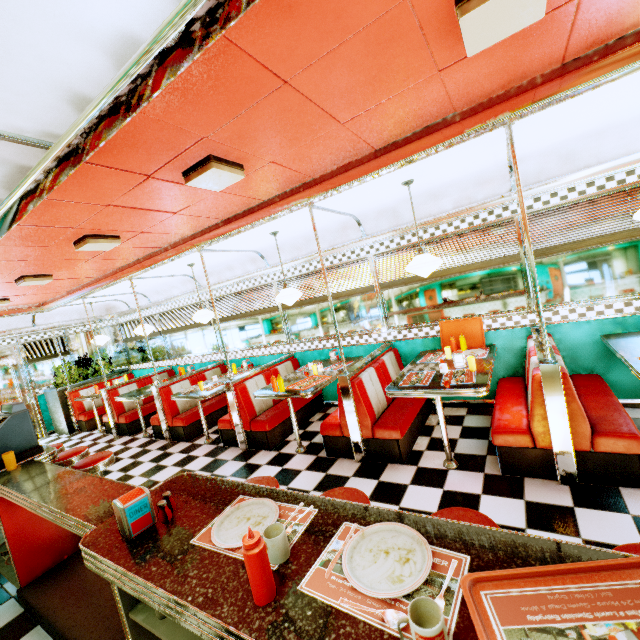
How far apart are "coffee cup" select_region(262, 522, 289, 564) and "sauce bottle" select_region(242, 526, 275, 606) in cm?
16

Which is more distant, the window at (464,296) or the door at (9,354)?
the door at (9,354)

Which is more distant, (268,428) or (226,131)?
(268,428)

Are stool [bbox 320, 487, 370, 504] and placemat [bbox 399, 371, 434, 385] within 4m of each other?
yes

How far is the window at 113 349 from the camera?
9.52m

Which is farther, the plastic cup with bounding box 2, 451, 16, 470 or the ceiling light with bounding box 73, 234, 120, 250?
the ceiling light with bounding box 73, 234, 120, 250

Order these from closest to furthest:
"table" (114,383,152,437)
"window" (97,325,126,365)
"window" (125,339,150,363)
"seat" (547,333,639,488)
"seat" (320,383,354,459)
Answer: "seat" (547,333,639,488), "seat" (320,383,354,459), "table" (114,383,152,437), "window" (125,339,150,363), "window" (97,325,126,365)

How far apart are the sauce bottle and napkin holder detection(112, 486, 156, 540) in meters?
0.8 m
